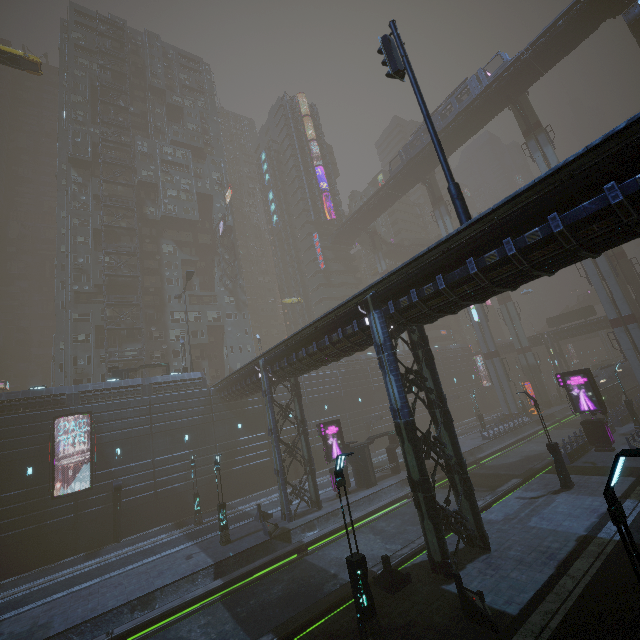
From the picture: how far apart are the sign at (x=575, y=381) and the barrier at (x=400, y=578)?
20.4m

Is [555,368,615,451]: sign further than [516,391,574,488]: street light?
Yes

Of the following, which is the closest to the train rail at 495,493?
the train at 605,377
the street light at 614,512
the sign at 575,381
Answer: the train at 605,377

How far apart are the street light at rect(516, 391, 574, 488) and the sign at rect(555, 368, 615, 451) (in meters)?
7.92

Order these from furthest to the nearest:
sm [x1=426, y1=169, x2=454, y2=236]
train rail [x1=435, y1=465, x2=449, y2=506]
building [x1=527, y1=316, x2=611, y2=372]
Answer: sm [x1=426, y1=169, x2=454, y2=236]
building [x1=527, y1=316, x2=611, y2=372]
train rail [x1=435, y1=465, x2=449, y2=506]

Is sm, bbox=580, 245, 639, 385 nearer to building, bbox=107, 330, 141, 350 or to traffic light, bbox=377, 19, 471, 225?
building, bbox=107, 330, 141, 350

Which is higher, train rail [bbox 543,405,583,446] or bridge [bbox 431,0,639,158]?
bridge [bbox 431,0,639,158]

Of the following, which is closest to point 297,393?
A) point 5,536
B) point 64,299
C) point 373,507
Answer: point 373,507
